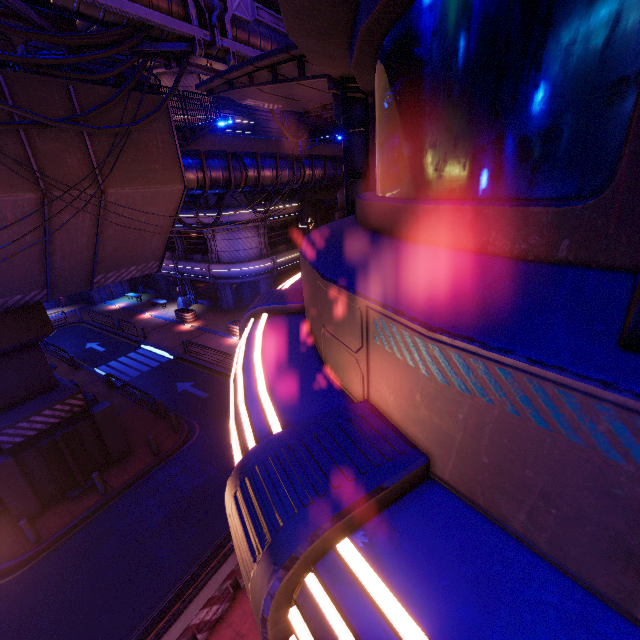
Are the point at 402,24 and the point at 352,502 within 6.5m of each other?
yes

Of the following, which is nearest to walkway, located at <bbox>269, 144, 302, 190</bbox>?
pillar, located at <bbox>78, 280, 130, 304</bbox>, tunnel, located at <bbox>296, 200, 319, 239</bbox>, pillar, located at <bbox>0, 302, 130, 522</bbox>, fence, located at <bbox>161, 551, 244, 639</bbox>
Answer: pillar, located at <bbox>0, 302, 130, 522</bbox>

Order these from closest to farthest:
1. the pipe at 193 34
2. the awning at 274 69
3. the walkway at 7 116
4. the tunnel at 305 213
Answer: the awning at 274 69 < the pipe at 193 34 < the walkway at 7 116 < the tunnel at 305 213

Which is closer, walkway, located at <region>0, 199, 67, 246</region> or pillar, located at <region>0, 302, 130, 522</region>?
walkway, located at <region>0, 199, 67, 246</region>

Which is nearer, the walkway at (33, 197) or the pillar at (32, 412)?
the walkway at (33, 197)

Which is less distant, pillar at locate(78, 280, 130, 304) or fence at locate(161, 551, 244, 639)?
fence at locate(161, 551, 244, 639)

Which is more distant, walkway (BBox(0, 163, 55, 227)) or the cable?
walkway (BBox(0, 163, 55, 227))

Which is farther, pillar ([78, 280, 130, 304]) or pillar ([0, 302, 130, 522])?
pillar ([78, 280, 130, 304])
